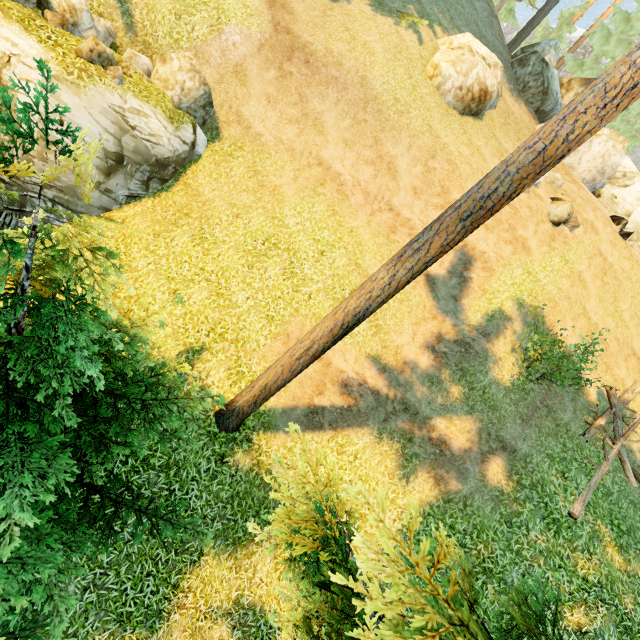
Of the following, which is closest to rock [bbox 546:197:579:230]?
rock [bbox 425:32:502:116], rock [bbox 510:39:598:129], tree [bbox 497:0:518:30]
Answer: rock [bbox 425:32:502:116]

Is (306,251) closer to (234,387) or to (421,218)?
(234,387)

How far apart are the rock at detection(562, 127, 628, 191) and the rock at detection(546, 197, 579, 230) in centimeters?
860cm

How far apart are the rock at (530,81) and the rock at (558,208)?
A: 8.6 meters

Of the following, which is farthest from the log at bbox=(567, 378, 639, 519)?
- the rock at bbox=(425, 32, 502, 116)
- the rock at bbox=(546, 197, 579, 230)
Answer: the rock at bbox=(425, 32, 502, 116)

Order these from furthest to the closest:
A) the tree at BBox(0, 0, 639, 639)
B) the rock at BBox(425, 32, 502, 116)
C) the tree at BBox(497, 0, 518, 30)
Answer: the tree at BBox(497, 0, 518, 30)
the rock at BBox(425, 32, 502, 116)
the tree at BBox(0, 0, 639, 639)

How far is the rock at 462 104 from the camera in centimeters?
1509cm

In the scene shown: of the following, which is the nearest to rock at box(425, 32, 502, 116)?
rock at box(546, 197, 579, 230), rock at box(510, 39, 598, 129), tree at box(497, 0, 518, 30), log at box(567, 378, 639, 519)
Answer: rock at box(510, 39, 598, 129)
